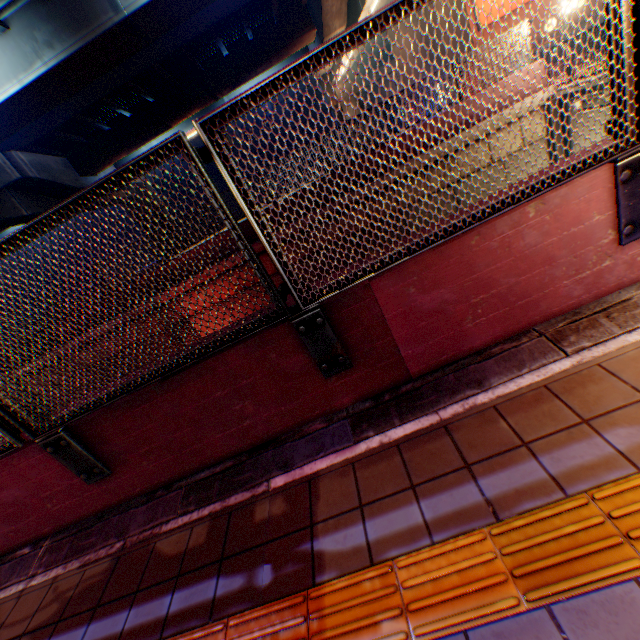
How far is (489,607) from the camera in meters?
1.4

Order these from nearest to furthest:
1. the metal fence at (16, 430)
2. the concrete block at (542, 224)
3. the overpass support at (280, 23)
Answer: the metal fence at (16, 430)
the concrete block at (542, 224)
the overpass support at (280, 23)

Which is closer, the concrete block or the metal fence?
the metal fence

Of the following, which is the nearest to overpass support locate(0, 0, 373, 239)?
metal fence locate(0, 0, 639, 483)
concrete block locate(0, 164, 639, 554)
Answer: metal fence locate(0, 0, 639, 483)

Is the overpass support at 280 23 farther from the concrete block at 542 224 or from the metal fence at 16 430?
the concrete block at 542 224

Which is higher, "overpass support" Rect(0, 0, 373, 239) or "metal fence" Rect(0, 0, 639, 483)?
"overpass support" Rect(0, 0, 373, 239)

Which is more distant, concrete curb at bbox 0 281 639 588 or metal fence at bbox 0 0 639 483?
concrete curb at bbox 0 281 639 588

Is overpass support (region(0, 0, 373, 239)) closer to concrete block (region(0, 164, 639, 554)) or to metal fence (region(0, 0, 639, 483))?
metal fence (region(0, 0, 639, 483))
